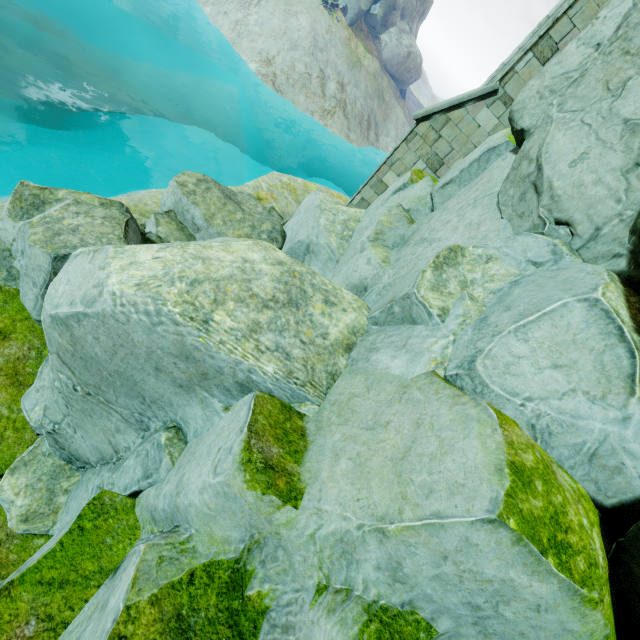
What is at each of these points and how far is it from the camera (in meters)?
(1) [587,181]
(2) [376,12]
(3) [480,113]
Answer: (1) rock, 3.27
(2) rock, 34.28
(3) buttress, 8.73

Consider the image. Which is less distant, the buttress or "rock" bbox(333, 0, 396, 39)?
the buttress

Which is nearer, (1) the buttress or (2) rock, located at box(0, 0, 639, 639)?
(2) rock, located at box(0, 0, 639, 639)

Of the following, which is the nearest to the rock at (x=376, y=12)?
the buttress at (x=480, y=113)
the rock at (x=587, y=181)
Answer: the rock at (x=587, y=181)

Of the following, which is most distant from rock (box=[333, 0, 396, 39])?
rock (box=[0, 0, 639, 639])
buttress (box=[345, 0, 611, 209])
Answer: buttress (box=[345, 0, 611, 209])

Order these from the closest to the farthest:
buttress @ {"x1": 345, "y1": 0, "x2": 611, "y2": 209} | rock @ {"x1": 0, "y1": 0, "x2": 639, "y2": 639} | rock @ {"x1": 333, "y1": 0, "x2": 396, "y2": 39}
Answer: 1. rock @ {"x1": 0, "y1": 0, "x2": 639, "y2": 639}
2. buttress @ {"x1": 345, "y1": 0, "x2": 611, "y2": 209}
3. rock @ {"x1": 333, "y1": 0, "x2": 396, "y2": 39}

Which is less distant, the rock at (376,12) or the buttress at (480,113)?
the buttress at (480,113)
